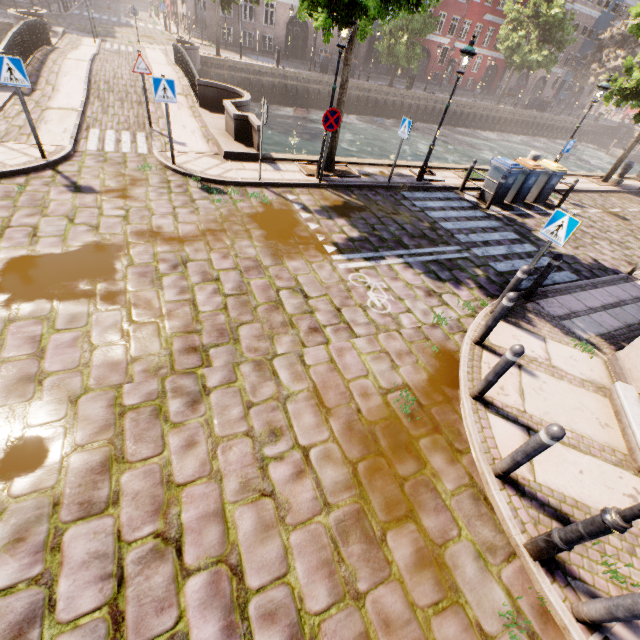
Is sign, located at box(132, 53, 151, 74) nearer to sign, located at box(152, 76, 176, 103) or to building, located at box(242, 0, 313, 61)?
sign, located at box(152, 76, 176, 103)

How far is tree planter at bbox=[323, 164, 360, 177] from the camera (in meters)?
10.29

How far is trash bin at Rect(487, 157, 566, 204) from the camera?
10.86m

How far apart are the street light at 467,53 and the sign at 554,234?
6.1 meters

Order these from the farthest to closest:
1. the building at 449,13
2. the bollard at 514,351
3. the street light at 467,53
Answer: the building at 449,13, the street light at 467,53, the bollard at 514,351

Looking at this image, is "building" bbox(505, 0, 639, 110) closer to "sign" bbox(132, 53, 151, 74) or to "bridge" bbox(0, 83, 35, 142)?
"bridge" bbox(0, 83, 35, 142)

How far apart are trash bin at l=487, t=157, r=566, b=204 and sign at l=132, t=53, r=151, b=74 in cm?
1230

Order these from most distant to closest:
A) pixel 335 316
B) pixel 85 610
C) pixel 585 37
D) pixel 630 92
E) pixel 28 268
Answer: pixel 585 37, pixel 630 92, pixel 335 316, pixel 28 268, pixel 85 610
